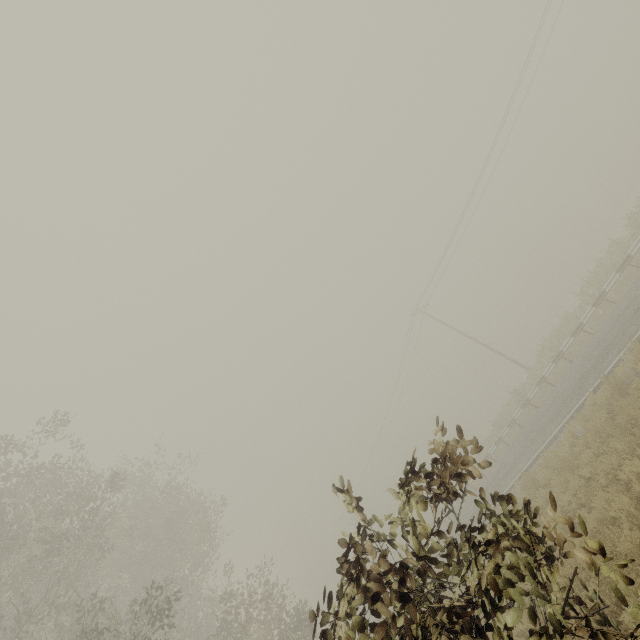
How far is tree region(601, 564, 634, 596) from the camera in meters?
2.3

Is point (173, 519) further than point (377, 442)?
No

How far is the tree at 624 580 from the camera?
2.33m

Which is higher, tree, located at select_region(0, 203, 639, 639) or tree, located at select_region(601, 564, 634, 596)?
tree, located at select_region(0, 203, 639, 639)

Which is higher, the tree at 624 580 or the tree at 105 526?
the tree at 105 526
